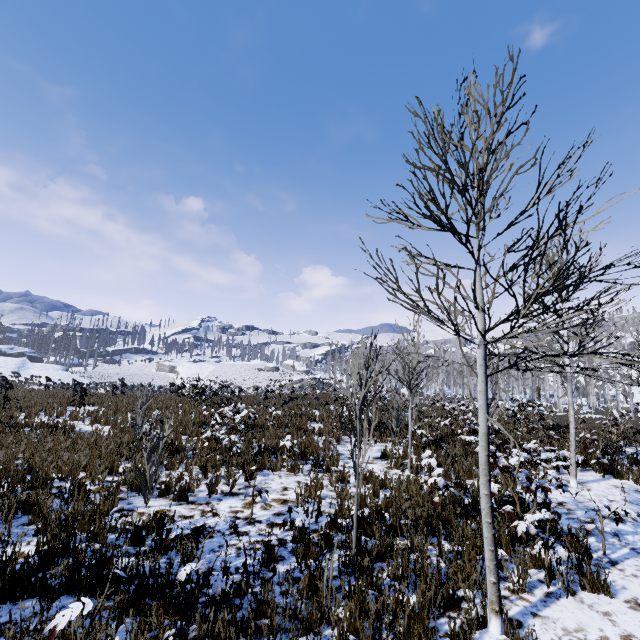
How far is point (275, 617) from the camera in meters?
3.5
